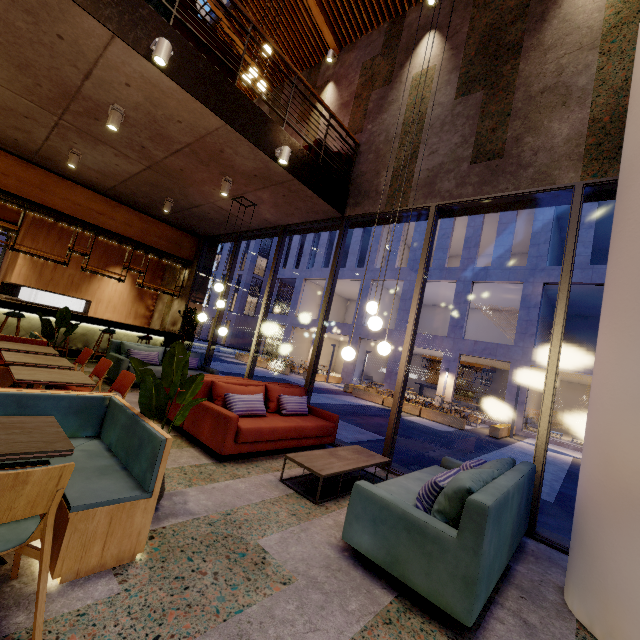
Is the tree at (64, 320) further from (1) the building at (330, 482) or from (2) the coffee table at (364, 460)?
(2) the coffee table at (364, 460)

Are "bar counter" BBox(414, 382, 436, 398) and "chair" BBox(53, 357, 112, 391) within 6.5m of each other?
no

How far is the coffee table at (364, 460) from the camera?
3.6m

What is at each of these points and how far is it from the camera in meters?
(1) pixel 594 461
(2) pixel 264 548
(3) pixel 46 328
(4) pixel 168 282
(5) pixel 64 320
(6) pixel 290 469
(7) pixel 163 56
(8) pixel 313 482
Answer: (1) column, 2.7
(2) building, 2.5
(3) tree, 5.8
(4) building, 11.9
(5) tree, 6.1
(6) building, 4.3
(7) lamp, 3.8
(8) building, 4.0

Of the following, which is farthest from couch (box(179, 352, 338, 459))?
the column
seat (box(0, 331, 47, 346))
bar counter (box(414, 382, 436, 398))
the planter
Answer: bar counter (box(414, 382, 436, 398))

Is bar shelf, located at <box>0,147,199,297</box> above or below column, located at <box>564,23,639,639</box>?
above

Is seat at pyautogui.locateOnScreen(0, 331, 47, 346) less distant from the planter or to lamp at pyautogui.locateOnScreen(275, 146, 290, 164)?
lamp at pyautogui.locateOnScreen(275, 146, 290, 164)

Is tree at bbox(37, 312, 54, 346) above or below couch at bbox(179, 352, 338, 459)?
above
